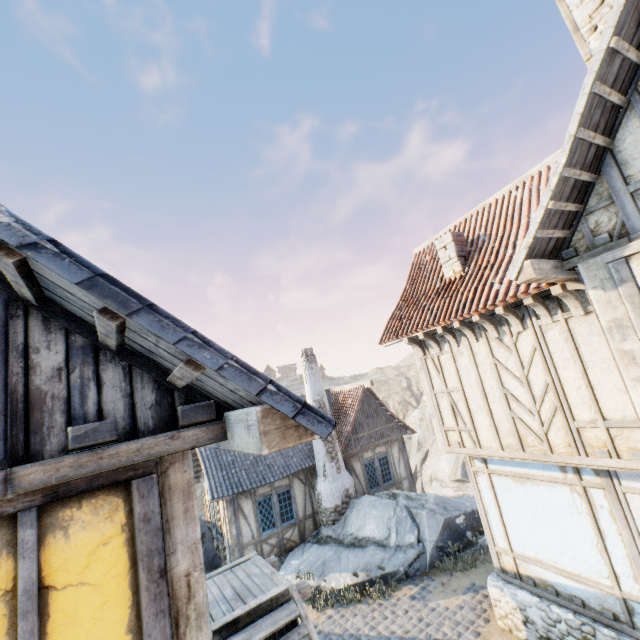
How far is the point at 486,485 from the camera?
7.72m

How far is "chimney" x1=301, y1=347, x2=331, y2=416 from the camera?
14.3 meters

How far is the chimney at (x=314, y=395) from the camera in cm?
1429

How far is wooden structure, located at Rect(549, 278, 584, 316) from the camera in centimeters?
488cm

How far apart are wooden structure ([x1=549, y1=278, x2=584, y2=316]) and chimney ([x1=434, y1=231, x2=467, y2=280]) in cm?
262

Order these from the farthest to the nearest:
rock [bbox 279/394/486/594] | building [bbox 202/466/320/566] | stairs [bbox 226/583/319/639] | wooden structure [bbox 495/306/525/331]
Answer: building [bbox 202/466/320/566], rock [bbox 279/394/486/594], wooden structure [bbox 495/306/525/331], stairs [bbox 226/583/319/639]

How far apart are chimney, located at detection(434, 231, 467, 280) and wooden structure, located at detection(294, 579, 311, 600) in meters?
7.2 m

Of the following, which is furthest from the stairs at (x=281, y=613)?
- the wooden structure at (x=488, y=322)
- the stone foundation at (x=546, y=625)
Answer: the wooden structure at (x=488, y=322)
